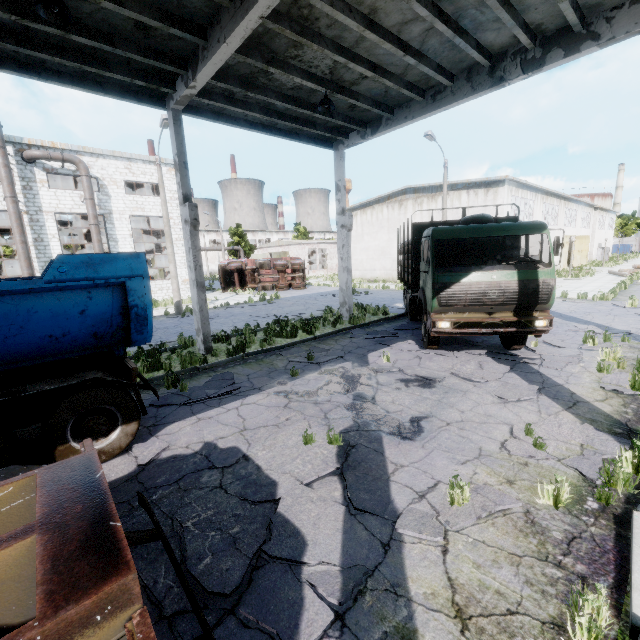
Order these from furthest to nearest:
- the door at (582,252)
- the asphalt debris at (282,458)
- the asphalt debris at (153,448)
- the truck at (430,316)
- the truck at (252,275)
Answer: the door at (582,252), the truck at (252,275), the truck at (430,316), the asphalt debris at (153,448), the asphalt debris at (282,458)

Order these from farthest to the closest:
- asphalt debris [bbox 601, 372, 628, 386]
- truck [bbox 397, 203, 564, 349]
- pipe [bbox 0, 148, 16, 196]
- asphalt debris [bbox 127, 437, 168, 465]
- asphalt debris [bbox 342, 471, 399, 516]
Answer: pipe [bbox 0, 148, 16, 196], truck [bbox 397, 203, 564, 349], asphalt debris [bbox 601, 372, 628, 386], asphalt debris [bbox 127, 437, 168, 465], asphalt debris [bbox 342, 471, 399, 516]

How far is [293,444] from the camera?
5.3m

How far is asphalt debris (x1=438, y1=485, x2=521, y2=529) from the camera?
3.7 meters

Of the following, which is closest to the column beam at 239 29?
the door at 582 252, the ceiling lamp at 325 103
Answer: the ceiling lamp at 325 103

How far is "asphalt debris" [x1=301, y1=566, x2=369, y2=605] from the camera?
2.9m

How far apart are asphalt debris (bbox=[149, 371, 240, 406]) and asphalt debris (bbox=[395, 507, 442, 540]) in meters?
4.8

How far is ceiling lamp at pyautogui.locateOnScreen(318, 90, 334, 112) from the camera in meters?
9.5 m
